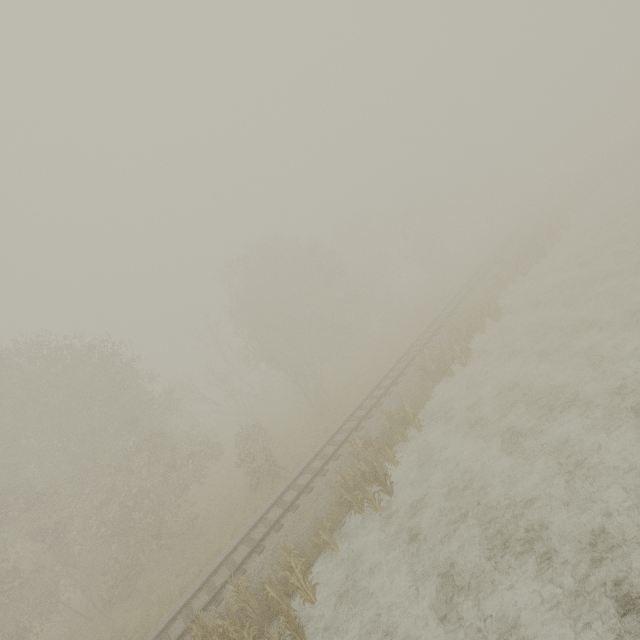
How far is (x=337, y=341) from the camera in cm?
3472

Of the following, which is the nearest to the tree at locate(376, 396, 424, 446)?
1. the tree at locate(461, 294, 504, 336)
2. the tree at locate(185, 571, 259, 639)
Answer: the tree at locate(185, 571, 259, 639)

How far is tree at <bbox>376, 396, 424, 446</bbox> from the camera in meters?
14.1

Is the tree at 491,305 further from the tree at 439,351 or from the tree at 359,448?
the tree at 359,448

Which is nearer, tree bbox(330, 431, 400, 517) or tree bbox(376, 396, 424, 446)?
tree bbox(330, 431, 400, 517)

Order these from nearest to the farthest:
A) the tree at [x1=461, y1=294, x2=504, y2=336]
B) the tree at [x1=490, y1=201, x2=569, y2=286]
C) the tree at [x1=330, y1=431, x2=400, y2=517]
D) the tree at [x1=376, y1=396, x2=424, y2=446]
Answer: the tree at [x1=330, y1=431, x2=400, y2=517] < the tree at [x1=376, y1=396, x2=424, y2=446] < the tree at [x1=461, y1=294, x2=504, y2=336] < the tree at [x1=490, y1=201, x2=569, y2=286]

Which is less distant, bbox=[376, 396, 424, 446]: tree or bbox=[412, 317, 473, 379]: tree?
bbox=[376, 396, 424, 446]: tree

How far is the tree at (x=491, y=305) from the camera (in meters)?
19.66
